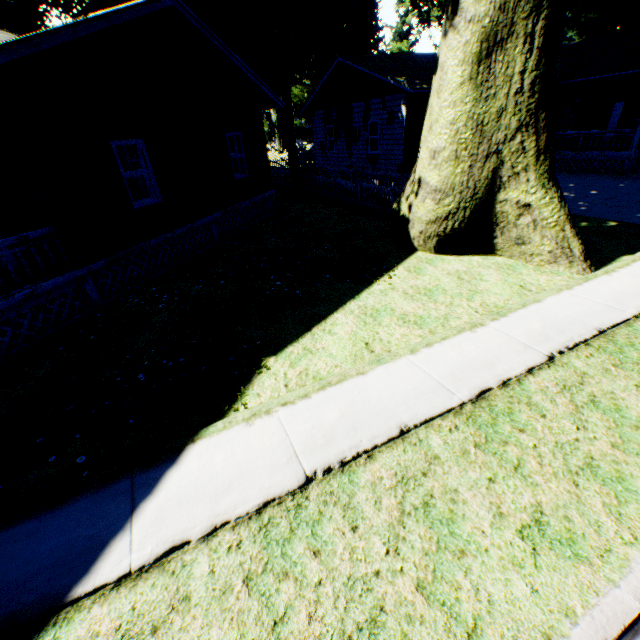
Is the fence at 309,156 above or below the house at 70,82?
above

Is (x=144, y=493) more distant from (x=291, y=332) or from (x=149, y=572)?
(x=291, y=332)

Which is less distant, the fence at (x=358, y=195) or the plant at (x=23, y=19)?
the fence at (x=358, y=195)

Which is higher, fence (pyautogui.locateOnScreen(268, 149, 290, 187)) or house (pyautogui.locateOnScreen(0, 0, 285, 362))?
house (pyautogui.locateOnScreen(0, 0, 285, 362))

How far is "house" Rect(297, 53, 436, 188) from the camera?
15.09m

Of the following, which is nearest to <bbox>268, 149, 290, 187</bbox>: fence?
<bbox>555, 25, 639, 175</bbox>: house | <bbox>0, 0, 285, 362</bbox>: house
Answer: <bbox>555, 25, 639, 175</bbox>: house

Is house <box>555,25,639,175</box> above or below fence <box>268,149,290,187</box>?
above
